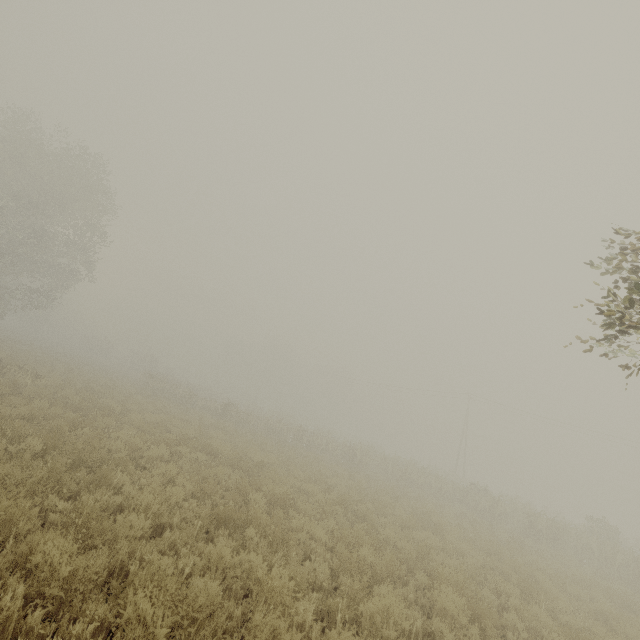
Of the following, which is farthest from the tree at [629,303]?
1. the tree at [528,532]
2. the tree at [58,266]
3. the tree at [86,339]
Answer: the tree at [58,266]

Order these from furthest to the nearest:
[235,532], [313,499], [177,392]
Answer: [177,392]
[313,499]
[235,532]

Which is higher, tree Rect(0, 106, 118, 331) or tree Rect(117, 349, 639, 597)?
tree Rect(0, 106, 118, 331)

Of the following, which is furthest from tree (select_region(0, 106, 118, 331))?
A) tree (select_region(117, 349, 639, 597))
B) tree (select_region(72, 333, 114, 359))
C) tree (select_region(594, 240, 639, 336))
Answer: tree (select_region(594, 240, 639, 336))

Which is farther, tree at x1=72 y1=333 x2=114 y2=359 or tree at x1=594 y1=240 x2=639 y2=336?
tree at x1=72 y1=333 x2=114 y2=359

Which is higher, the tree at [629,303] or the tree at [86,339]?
the tree at [629,303]

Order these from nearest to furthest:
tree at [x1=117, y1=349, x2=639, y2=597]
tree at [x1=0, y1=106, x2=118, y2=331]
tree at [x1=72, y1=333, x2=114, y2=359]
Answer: tree at [x1=117, y1=349, x2=639, y2=597] < tree at [x1=0, y1=106, x2=118, y2=331] < tree at [x1=72, y1=333, x2=114, y2=359]
